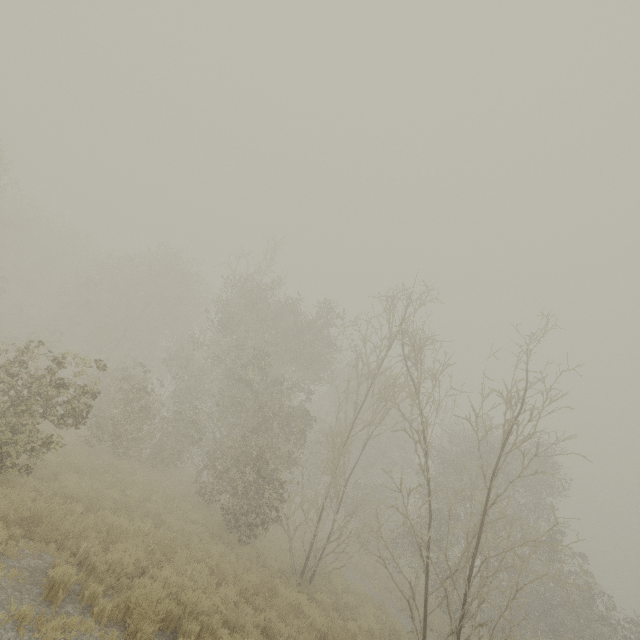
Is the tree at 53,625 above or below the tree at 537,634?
below

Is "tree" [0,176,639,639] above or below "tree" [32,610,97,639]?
above

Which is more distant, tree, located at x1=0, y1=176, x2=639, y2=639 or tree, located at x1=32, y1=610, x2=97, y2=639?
tree, located at x1=0, y1=176, x2=639, y2=639

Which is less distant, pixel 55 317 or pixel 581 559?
pixel 581 559

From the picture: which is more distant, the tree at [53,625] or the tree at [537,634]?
the tree at [537,634]
